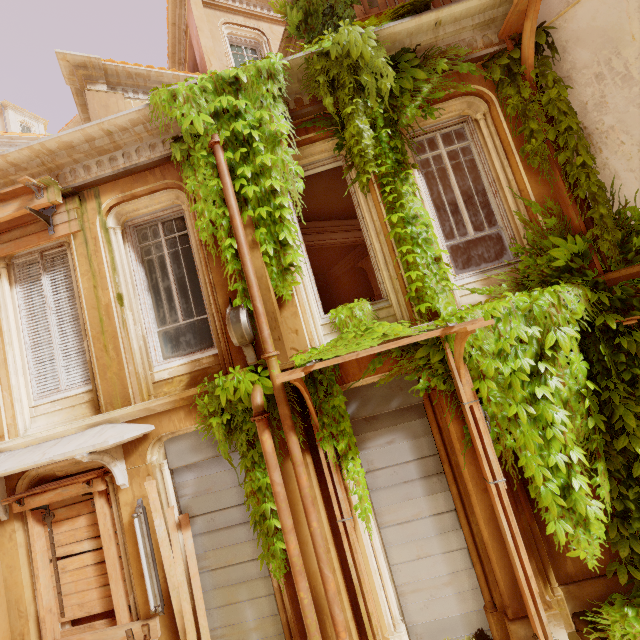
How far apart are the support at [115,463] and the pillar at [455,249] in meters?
9.3

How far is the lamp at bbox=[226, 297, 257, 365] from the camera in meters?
4.4 m

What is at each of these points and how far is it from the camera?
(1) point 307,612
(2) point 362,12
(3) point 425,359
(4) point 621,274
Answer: (1) pipe, 3.9 meters
(2) wood, 5.4 meters
(3) plant, 4.7 meters
(4) column, 4.4 meters

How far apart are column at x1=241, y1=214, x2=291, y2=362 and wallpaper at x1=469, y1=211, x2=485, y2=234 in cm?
848

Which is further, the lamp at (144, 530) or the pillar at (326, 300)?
the pillar at (326, 300)

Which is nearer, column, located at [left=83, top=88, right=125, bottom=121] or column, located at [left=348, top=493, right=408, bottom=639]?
column, located at [left=348, top=493, right=408, bottom=639]

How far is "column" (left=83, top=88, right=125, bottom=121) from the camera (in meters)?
7.80

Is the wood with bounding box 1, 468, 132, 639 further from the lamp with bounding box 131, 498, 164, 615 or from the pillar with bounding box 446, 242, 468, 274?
the pillar with bounding box 446, 242, 468, 274
